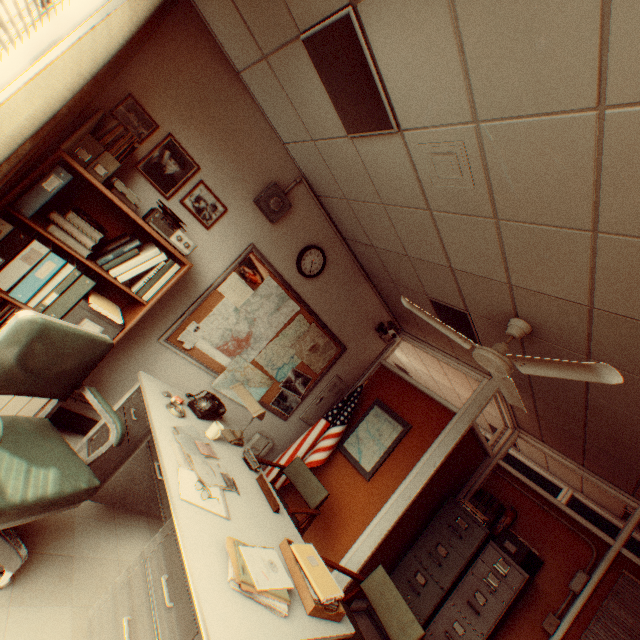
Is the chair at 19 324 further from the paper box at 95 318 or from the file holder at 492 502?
the file holder at 492 502

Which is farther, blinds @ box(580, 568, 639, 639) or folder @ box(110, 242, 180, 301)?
blinds @ box(580, 568, 639, 639)

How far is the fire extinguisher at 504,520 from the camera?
4.6m

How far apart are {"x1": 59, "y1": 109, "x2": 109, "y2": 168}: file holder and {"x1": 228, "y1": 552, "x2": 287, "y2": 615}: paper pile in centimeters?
257cm

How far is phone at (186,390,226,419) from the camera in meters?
2.9 m

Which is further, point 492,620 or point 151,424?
point 492,620

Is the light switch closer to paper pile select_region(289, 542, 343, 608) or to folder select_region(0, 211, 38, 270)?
paper pile select_region(289, 542, 343, 608)

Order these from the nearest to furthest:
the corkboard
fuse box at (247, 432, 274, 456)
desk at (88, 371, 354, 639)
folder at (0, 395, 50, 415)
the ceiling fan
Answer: desk at (88, 371, 354, 639), the ceiling fan, folder at (0, 395, 50, 415), the corkboard, fuse box at (247, 432, 274, 456)
